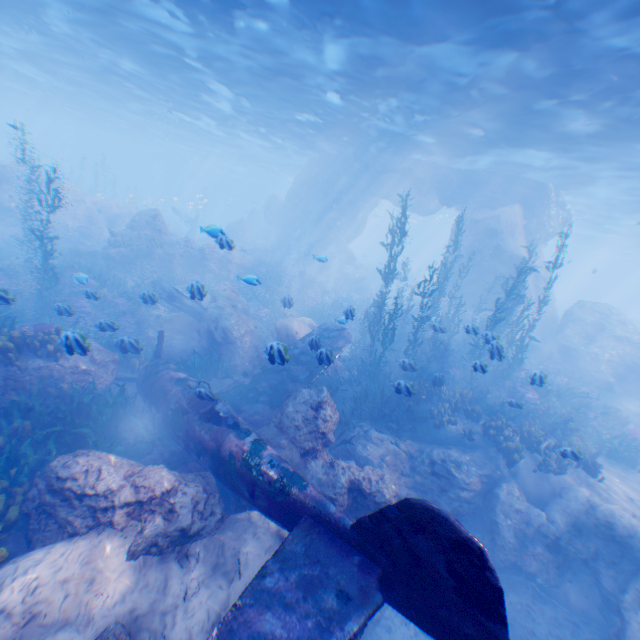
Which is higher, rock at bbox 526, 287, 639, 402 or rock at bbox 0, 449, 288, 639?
rock at bbox 526, 287, 639, 402

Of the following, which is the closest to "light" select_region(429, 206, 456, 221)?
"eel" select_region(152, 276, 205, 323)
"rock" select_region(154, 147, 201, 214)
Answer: "rock" select_region(154, 147, 201, 214)

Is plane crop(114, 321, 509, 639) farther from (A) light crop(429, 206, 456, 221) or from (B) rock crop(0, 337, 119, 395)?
(A) light crop(429, 206, 456, 221)

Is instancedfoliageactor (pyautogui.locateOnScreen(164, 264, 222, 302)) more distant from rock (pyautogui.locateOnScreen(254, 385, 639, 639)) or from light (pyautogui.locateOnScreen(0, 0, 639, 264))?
light (pyautogui.locateOnScreen(0, 0, 639, 264))

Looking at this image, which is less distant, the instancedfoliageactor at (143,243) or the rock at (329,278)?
the rock at (329,278)

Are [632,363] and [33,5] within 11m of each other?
no

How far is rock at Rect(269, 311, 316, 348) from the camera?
14.0m

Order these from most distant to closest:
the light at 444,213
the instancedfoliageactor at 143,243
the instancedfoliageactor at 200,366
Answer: the light at 444,213, the instancedfoliageactor at 143,243, the instancedfoliageactor at 200,366
